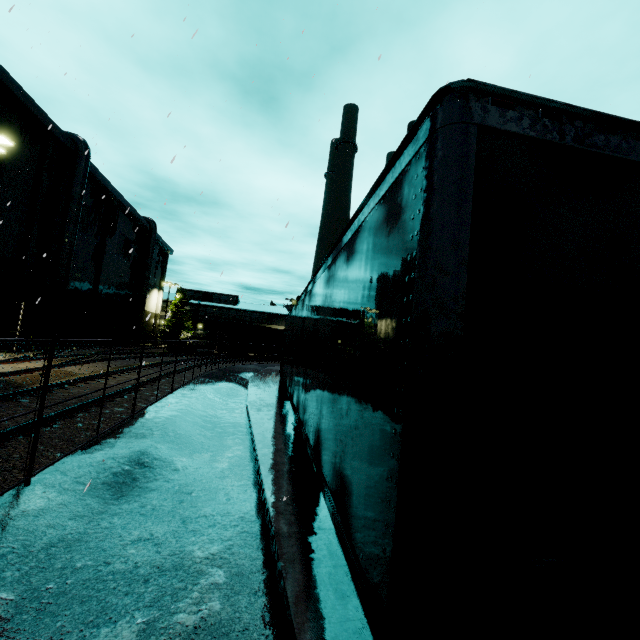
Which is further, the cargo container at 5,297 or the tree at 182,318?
the tree at 182,318

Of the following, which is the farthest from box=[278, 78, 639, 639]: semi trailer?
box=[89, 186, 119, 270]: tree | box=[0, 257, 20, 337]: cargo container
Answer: box=[0, 257, 20, 337]: cargo container

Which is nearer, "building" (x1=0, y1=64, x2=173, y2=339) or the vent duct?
"building" (x1=0, y1=64, x2=173, y2=339)

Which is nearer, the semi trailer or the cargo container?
the semi trailer

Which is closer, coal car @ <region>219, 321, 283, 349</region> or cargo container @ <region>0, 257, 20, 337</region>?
cargo container @ <region>0, 257, 20, 337</region>

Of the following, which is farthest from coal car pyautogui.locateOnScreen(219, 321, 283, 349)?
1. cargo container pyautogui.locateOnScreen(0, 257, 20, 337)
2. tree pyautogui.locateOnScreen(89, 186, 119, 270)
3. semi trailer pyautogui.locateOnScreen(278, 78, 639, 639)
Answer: cargo container pyautogui.locateOnScreen(0, 257, 20, 337)

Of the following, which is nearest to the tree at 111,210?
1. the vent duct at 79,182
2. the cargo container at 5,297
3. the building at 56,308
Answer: the building at 56,308

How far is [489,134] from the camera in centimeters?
161cm
